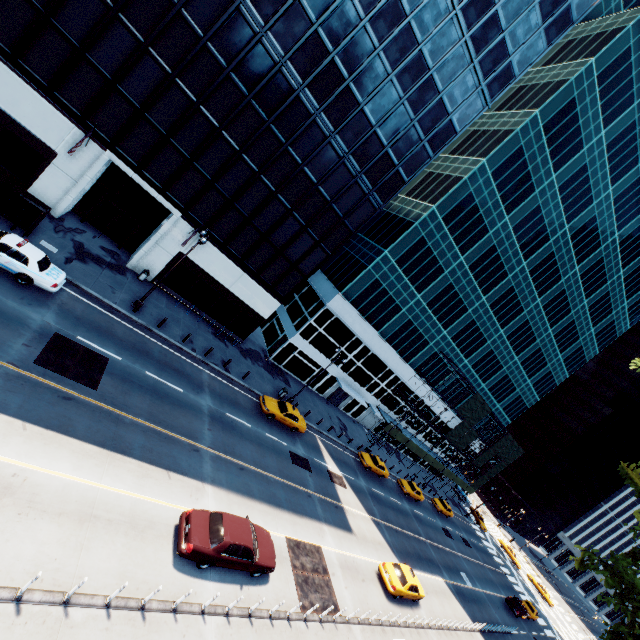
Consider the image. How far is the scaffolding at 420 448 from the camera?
44.72m

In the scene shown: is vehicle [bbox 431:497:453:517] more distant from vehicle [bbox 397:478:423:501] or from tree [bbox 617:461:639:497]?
tree [bbox 617:461:639:497]

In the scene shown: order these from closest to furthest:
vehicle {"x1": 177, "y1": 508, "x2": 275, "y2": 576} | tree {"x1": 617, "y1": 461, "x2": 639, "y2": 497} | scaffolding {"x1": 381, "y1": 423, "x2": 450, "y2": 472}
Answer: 1. vehicle {"x1": 177, "y1": 508, "x2": 275, "y2": 576}
2. tree {"x1": 617, "y1": 461, "x2": 639, "y2": 497}
3. scaffolding {"x1": 381, "y1": 423, "x2": 450, "y2": 472}

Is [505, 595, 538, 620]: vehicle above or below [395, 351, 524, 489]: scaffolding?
below

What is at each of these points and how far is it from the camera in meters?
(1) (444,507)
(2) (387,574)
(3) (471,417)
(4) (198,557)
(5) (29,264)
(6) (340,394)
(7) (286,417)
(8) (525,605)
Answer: (1) vehicle, 46.5
(2) vehicle, 22.0
(3) scaffolding, 48.4
(4) vehicle, 12.5
(5) vehicle, 16.1
(6) door, 43.0
(7) vehicle, 27.1
(8) vehicle, 42.8

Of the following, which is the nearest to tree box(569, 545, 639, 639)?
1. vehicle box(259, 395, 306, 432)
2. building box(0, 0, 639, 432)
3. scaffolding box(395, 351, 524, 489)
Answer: vehicle box(259, 395, 306, 432)

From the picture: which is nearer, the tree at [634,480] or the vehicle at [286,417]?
the tree at [634,480]

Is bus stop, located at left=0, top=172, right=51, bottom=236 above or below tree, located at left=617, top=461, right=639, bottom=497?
below
